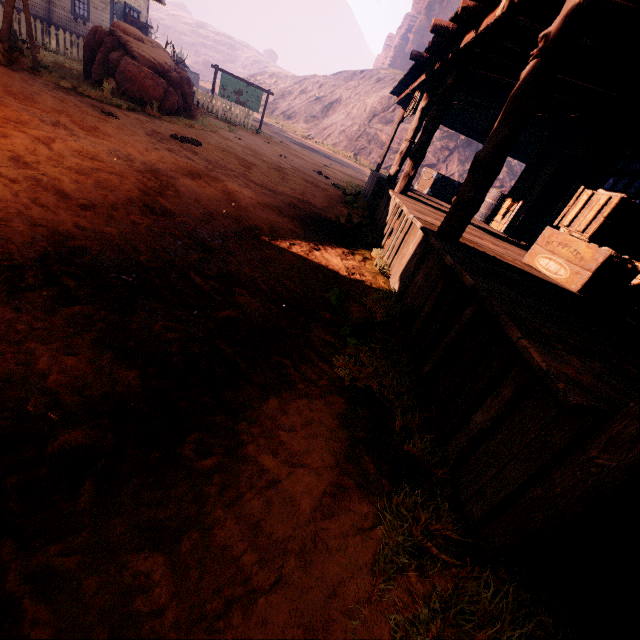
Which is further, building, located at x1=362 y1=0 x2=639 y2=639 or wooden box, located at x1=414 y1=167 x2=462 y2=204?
wooden box, located at x1=414 y1=167 x2=462 y2=204

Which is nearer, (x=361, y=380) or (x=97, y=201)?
(x=361, y=380)

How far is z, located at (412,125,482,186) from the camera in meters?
38.5

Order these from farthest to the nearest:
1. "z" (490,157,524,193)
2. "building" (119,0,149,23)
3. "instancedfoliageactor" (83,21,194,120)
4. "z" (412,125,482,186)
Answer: "z" (490,157,524,193) → "z" (412,125,482,186) → "building" (119,0,149,23) → "instancedfoliageactor" (83,21,194,120)

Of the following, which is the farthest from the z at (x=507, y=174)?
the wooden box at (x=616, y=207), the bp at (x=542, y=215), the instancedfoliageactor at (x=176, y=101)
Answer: the bp at (x=542, y=215)

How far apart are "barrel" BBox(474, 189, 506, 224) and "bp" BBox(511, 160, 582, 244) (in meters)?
1.09

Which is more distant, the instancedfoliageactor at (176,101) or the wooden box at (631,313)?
the instancedfoliageactor at (176,101)

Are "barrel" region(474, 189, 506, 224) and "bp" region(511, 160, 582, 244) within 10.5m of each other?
yes
